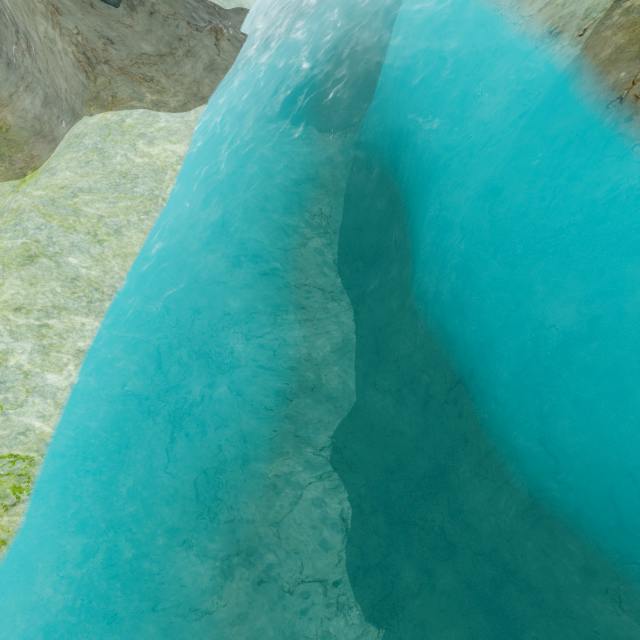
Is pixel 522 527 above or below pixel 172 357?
below
